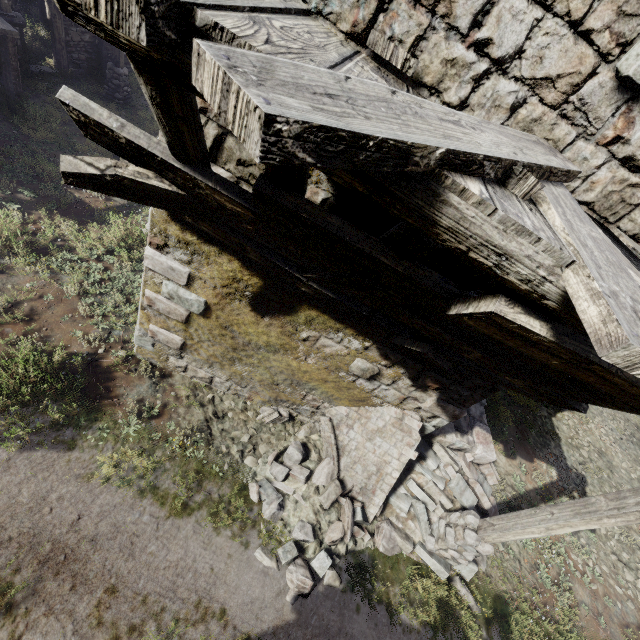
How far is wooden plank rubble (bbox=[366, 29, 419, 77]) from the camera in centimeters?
263cm

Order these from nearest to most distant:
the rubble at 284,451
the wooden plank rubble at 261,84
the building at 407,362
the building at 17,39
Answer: the wooden plank rubble at 261,84 < the building at 407,362 < the rubble at 284,451 < the building at 17,39

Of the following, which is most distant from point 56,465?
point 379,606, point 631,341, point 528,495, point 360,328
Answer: point 528,495

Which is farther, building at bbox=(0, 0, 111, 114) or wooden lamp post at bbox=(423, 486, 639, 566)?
building at bbox=(0, 0, 111, 114)

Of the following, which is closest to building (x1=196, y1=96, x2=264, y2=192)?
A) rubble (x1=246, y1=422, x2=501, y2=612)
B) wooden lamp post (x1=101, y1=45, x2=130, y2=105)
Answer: rubble (x1=246, y1=422, x2=501, y2=612)

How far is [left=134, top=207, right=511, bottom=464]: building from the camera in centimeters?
468cm

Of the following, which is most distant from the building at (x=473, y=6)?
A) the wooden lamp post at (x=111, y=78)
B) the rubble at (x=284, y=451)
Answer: the wooden lamp post at (x=111, y=78)

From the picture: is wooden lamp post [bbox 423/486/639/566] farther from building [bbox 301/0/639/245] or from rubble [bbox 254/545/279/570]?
building [bbox 301/0/639/245]
